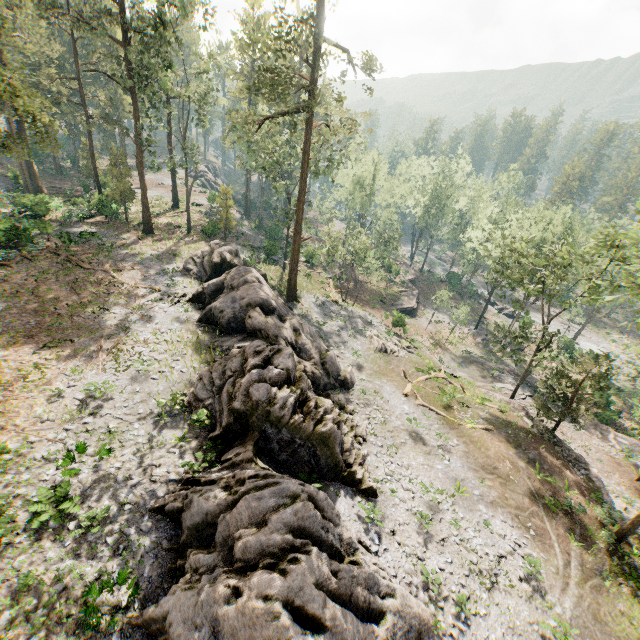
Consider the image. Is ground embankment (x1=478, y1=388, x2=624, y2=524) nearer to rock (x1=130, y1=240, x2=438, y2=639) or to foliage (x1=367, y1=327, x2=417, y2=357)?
foliage (x1=367, y1=327, x2=417, y2=357)

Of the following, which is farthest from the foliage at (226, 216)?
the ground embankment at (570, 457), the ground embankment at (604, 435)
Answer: the ground embankment at (604, 435)

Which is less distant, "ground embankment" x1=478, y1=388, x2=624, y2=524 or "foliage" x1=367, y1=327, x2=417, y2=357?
"ground embankment" x1=478, y1=388, x2=624, y2=524

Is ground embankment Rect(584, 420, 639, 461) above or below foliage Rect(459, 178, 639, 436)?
below

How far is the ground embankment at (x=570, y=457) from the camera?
22.2m

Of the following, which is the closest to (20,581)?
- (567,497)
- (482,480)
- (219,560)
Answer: (219,560)

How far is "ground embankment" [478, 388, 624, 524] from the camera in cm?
2217

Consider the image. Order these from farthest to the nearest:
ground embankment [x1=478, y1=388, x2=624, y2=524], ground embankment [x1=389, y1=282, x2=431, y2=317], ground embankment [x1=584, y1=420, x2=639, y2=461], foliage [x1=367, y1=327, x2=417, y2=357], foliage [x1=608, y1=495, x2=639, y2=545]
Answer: ground embankment [x1=389, y1=282, x2=431, y2=317]
foliage [x1=367, y1=327, x2=417, y2=357]
ground embankment [x1=584, y1=420, x2=639, y2=461]
ground embankment [x1=478, y1=388, x2=624, y2=524]
foliage [x1=608, y1=495, x2=639, y2=545]
